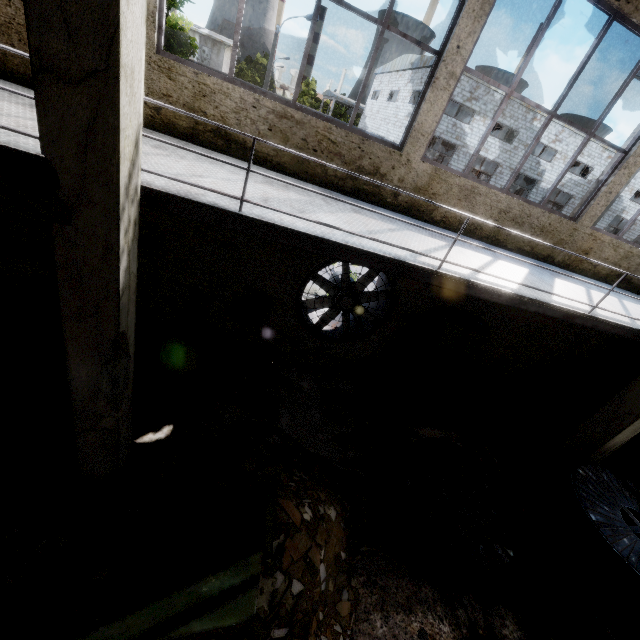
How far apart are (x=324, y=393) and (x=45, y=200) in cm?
610

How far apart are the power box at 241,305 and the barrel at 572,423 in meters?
9.5 m

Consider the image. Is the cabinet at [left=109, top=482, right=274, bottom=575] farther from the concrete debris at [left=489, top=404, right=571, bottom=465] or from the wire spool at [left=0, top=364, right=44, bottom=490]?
the concrete debris at [left=489, top=404, right=571, bottom=465]

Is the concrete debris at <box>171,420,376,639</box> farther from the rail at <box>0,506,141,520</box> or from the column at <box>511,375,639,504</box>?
the column at <box>511,375,639,504</box>

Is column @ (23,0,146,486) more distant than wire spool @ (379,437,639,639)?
No

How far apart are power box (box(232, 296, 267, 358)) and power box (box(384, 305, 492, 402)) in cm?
332

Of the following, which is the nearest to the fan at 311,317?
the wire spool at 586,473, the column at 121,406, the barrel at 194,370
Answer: the barrel at 194,370

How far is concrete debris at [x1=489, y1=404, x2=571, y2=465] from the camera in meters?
7.9 m
